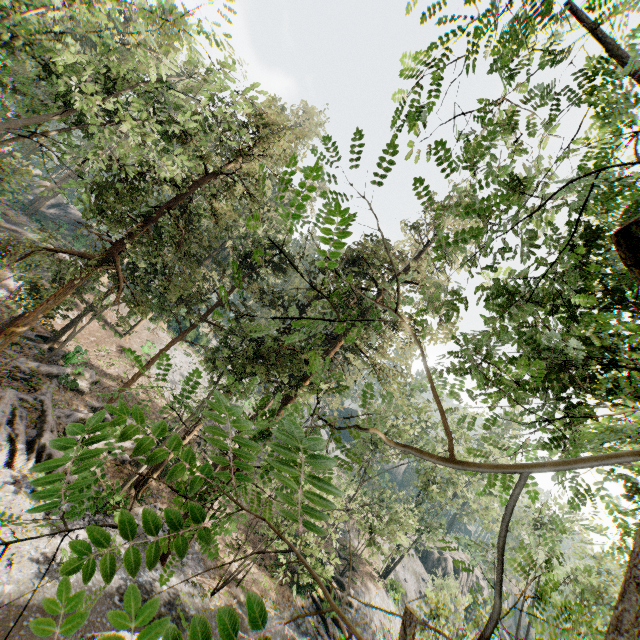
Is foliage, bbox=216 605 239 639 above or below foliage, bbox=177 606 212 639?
above

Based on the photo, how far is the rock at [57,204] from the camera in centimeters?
4812cm

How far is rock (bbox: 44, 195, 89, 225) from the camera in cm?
4812

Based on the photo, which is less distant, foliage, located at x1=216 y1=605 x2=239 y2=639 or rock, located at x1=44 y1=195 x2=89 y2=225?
foliage, located at x1=216 y1=605 x2=239 y2=639

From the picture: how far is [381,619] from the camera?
28.2 meters

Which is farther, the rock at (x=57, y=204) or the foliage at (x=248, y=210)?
the rock at (x=57, y=204)
